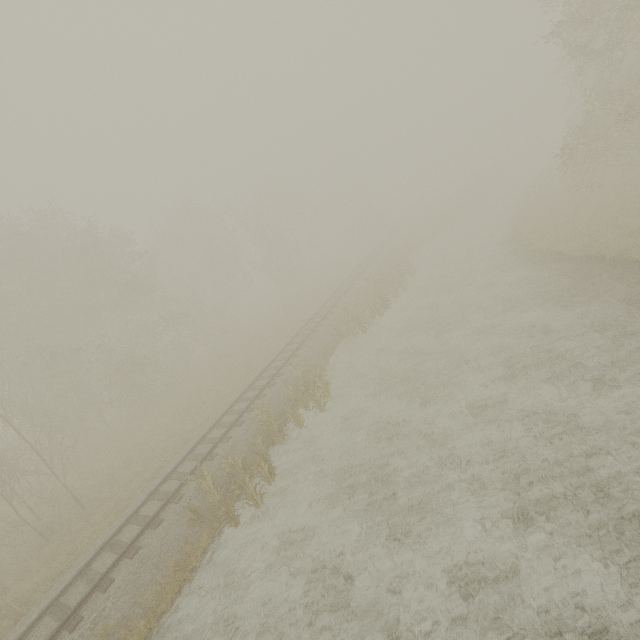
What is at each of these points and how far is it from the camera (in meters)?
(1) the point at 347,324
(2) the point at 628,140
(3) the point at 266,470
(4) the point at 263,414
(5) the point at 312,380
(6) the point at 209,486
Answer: (1) tree, 19.64
(2) tree, 18.64
(3) tree, 11.58
(4) tree, 13.84
(5) tree, 16.05
(6) tree, 11.54

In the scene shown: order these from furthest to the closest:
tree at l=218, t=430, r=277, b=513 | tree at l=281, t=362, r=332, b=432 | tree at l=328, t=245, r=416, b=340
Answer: tree at l=328, t=245, r=416, b=340
tree at l=281, t=362, r=332, b=432
tree at l=218, t=430, r=277, b=513

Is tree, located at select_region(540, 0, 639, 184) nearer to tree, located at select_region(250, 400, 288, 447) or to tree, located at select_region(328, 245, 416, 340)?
tree, located at select_region(328, 245, 416, 340)

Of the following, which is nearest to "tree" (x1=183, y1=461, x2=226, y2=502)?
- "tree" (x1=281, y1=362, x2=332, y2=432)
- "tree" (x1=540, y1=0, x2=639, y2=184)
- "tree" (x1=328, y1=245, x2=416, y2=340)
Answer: "tree" (x1=281, y1=362, x2=332, y2=432)

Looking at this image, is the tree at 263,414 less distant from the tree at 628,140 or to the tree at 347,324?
the tree at 347,324

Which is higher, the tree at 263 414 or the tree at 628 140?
the tree at 628 140

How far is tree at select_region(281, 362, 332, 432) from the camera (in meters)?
13.93
